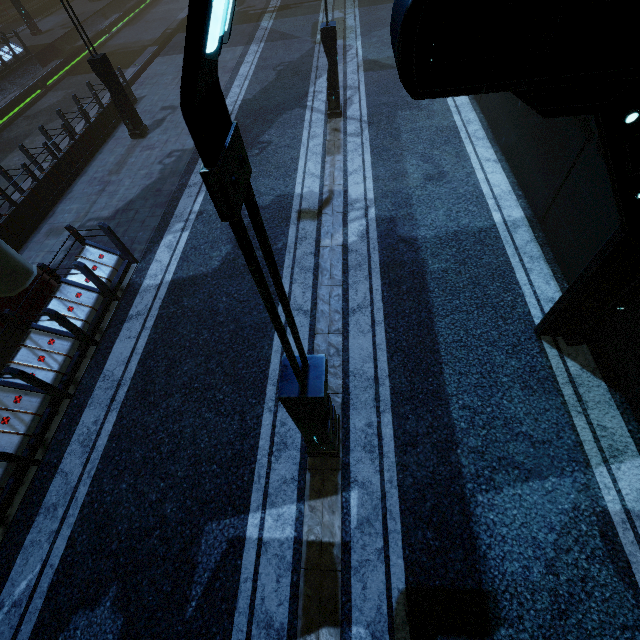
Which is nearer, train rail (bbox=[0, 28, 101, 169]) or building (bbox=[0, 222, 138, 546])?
building (bbox=[0, 222, 138, 546])

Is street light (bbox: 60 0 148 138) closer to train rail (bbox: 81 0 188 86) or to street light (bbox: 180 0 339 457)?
train rail (bbox: 81 0 188 86)

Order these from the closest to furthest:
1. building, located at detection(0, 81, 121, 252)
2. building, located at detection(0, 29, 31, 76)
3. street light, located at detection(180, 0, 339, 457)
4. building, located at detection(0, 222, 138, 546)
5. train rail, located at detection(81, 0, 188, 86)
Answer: street light, located at detection(180, 0, 339, 457), building, located at detection(0, 222, 138, 546), building, located at detection(0, 81, 121, 252), building, located at detection(0, 29, 31, 76), train rail, located at detection(81, 0, 188, 86)

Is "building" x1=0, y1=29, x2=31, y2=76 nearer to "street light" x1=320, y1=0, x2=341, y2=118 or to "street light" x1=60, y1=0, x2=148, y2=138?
"street light" x1=60, y1=0, x2=148, y2=138

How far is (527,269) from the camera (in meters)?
6.78

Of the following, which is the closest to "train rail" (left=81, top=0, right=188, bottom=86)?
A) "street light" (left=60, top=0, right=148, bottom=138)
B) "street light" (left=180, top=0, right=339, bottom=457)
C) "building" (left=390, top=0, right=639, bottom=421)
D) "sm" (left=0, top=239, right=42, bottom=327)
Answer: "building" (left=390, top=0, right=639, bottom=421)

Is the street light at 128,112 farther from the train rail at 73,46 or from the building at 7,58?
the train rail at 73,46

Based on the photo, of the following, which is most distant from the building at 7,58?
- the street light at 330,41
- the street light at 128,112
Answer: the street light at 330,41
